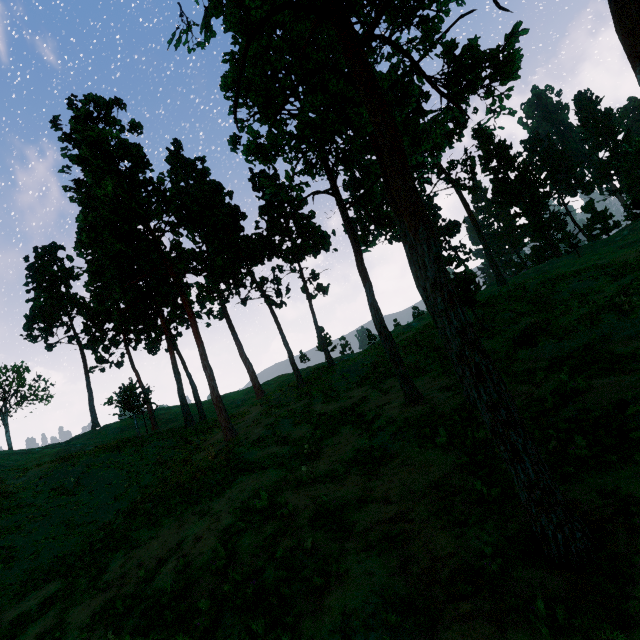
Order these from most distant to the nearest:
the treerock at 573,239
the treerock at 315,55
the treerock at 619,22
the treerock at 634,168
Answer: the treerock at 573,239, the treerock at 634,168, the treerock at 619,22, the treerock at 315,55

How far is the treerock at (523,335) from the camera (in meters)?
16.92

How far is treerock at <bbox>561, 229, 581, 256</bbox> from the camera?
37.6m

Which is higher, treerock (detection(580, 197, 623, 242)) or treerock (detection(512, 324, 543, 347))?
treerock (detection(580, 197, 623, 242))

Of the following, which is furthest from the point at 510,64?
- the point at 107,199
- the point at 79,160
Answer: the point at 79,160

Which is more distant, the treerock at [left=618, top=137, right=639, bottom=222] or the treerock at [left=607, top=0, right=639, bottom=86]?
the treerock at [left=618, top=137, right=639, bottom=222]
